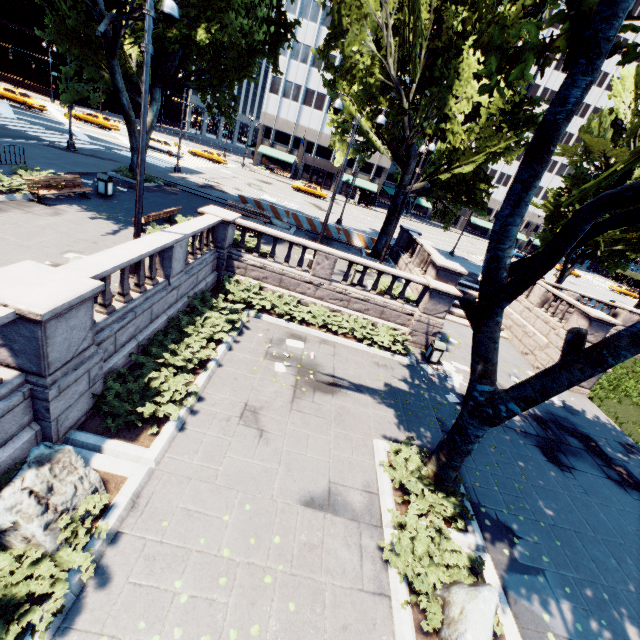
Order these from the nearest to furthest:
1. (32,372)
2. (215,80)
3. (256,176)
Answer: (32,372) → (215,80) → (256,176)

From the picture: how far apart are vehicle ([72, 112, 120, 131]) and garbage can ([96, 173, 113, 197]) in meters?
32.1

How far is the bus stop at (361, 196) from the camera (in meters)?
54.62

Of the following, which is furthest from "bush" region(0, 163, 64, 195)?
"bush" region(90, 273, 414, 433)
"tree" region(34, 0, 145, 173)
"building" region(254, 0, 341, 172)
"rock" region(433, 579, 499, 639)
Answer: "building" region(254, 0, 341, 172)

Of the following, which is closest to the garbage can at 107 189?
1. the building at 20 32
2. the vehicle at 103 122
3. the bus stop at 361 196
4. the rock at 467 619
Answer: the rock at 467 619

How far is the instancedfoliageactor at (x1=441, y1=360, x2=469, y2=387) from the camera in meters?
13.6

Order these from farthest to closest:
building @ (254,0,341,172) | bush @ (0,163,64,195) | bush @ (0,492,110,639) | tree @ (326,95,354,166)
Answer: building @ (254,0,341,172) → tree @ (326,95,354,166) → bush @ (0,163,64,195) → bush @ (0,492,110,639)

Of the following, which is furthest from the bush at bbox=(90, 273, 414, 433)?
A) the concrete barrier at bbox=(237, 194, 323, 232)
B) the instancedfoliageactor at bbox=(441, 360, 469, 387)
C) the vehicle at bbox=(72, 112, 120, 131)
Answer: the vehicle at bbox=(72, 112, 120, 131)
